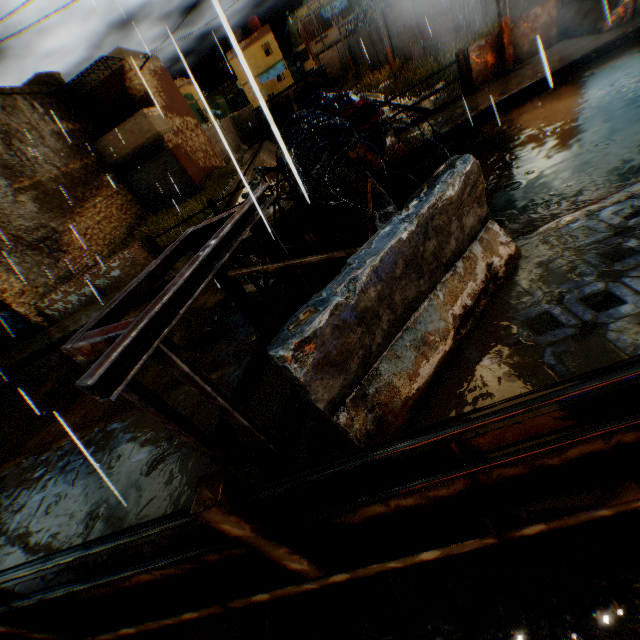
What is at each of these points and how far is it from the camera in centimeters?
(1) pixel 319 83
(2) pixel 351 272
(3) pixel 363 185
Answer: (1) water pipe, 3203cm
(2) concrete block, 217cm
(3) shutter, 335cm

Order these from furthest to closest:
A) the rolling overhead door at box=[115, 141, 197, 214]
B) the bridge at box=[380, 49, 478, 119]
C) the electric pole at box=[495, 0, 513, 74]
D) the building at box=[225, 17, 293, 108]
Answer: the building at box=[225, 17, 293, 108], the rolling overhead door at box=[115, 141, 197, 214], the bridge at box=[380, 49, 478, 119], the electric pole at box=[495, 0, 513, 74]

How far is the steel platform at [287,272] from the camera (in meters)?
3.26

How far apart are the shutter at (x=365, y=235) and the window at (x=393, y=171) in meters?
1.1

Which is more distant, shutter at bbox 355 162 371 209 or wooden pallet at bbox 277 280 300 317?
wooden pallet at bbox 277 280 300 317

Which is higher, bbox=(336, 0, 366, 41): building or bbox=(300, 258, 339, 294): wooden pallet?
bbox=(336, 0, 366, 41): building

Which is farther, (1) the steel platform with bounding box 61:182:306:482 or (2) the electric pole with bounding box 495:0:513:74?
(2) the electric pole with bounding box 495:0:513:74

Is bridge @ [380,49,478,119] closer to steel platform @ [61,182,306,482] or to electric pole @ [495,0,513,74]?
electric pole @ [495,0,513,74]
